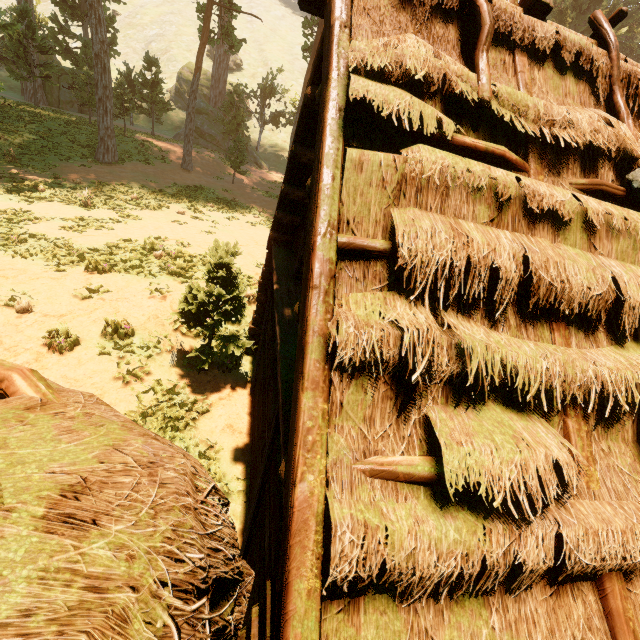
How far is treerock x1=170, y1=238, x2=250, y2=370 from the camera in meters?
7.1 m

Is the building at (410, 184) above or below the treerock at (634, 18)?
below

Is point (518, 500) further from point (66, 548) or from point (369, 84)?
point (369, 84)

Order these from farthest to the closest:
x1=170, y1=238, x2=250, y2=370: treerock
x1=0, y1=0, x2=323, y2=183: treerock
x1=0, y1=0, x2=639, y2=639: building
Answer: x1=0, y1=0, x2=323, y2=183: treerock, x1=170, y1=238, x2=250, y2=370: treerock, x1=0, y1=0, x2=639, y2=639: building

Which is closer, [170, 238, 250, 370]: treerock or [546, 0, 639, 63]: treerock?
[170, 238, 250, 370]: treerock

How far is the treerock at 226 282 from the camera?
7.1 meters

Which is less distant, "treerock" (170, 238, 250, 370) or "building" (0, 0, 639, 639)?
"building" (0, 0, 639, 639)

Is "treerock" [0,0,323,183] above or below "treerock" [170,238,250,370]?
above
